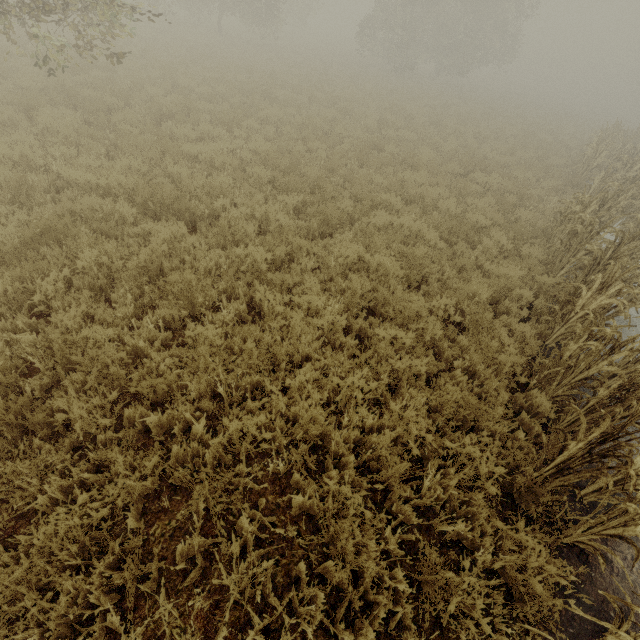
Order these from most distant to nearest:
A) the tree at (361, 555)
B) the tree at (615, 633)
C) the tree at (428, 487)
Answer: the tree at (428, 487), the tree at (361, 555), the tree at (615, 633)

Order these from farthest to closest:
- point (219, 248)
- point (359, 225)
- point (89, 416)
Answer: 1. point (359, 225)
2. point (219, 248)
3. point (89, 416)

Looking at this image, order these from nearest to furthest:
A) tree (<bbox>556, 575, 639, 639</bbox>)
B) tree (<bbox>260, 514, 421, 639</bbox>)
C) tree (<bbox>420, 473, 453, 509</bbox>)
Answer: tree (<bbox>556, 575, 639, 639</bbox>) → tree (<bbox>260, 514, 421, 639</bbox>) → tree (<bbox>420, 473, 453, 509</bbox>)

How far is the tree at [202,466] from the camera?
2.81m

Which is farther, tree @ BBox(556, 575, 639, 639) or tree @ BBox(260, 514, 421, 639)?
tree @ BBox(260, 514, 421, 639)

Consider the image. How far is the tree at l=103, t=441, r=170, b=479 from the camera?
2.87m
